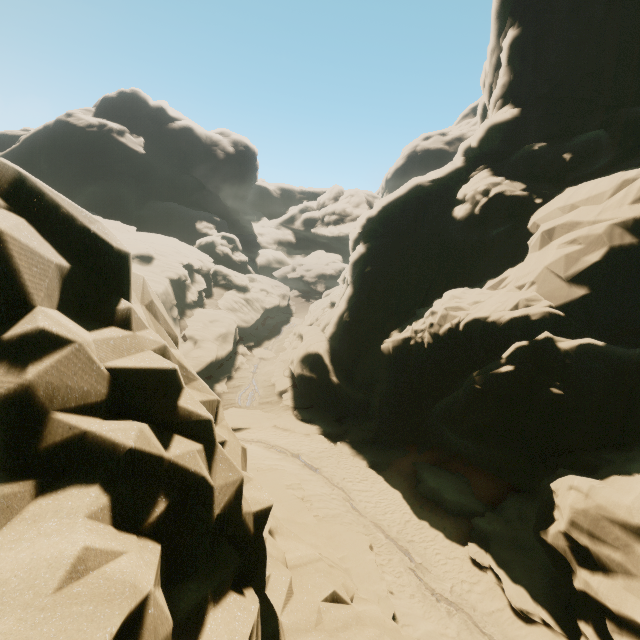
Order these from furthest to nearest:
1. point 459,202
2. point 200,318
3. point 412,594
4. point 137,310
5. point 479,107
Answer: point 200,318, point 479,107, point 459,202, point 412,594, point 137,310
